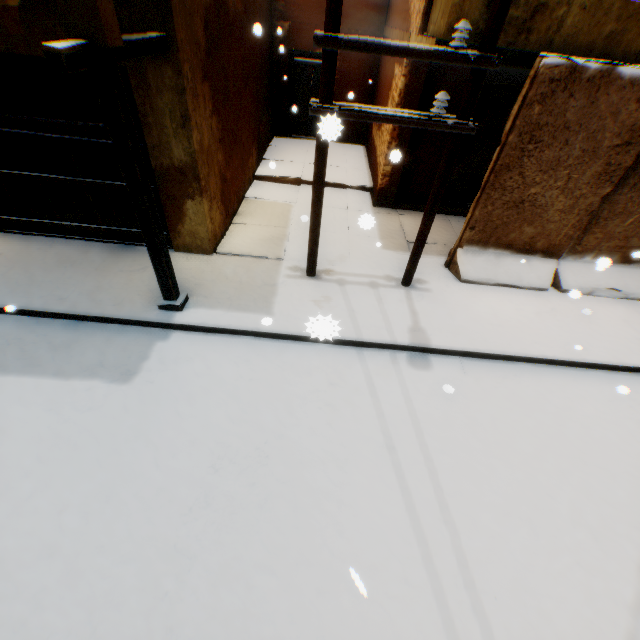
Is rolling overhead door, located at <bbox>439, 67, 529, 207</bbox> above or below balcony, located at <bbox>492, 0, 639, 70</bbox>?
below

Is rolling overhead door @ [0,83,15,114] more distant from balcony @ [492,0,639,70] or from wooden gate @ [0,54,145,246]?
balcony @ [492,0,639,70]

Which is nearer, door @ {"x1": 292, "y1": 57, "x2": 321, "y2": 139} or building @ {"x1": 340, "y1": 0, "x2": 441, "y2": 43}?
building @ {"x1": 340, "y1": 0, "x2": 441, "y2": 43}

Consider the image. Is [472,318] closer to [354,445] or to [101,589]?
[354,445]

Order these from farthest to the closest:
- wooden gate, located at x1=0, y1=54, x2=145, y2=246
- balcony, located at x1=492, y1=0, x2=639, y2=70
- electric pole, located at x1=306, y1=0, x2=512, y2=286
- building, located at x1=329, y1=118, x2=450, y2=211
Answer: building, located at x1=329, y1=118, x2=450, y2=211 < wooden gate, located at x1=0, y1=54, x2=145, y2=246 < balcony, located at x1=492, y1=0, x2=639, y2=70 < electric pole, located at x1=306, y1=0, x2=512, y2=286

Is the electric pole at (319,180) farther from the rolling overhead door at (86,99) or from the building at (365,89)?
the rolling overhead door at (86,99)

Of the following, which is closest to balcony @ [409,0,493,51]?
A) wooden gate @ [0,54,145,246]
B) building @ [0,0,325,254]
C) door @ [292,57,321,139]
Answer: building @ [0,0,325,254]

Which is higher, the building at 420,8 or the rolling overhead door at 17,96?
the building at 420,8
